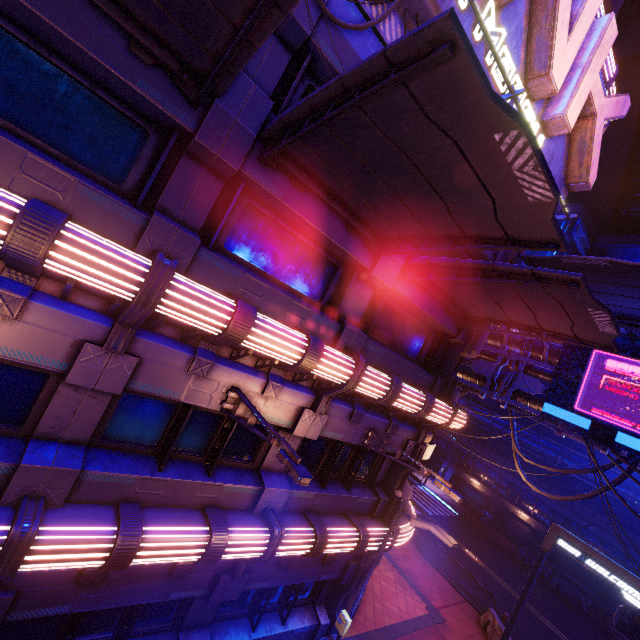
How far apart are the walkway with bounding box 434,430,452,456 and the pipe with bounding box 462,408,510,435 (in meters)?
2.79

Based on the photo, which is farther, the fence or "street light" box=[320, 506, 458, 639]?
the fence

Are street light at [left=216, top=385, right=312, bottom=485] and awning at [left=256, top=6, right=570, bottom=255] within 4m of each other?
no

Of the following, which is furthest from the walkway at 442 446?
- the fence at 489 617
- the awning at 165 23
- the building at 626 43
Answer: the awning at 165 23

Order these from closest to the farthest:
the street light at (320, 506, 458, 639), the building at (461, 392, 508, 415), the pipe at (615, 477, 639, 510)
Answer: the street light at (320, 506, 458, 639)
the pipe at (615, 477, 639, 510)
the building at (461, 392, 508, 415)

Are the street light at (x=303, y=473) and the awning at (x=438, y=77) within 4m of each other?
no

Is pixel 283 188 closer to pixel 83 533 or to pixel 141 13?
pixel 141 13
